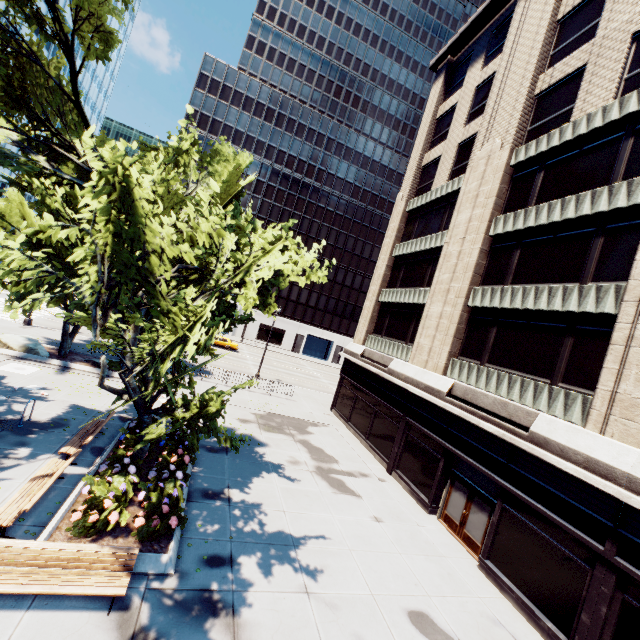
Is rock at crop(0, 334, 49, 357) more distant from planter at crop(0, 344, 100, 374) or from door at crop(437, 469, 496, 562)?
door at crop(437, 469, 496, 562)

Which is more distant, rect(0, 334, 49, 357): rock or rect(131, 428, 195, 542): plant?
rect(0, 334, 49, 357): rock

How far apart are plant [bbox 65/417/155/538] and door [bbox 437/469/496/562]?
12.5m

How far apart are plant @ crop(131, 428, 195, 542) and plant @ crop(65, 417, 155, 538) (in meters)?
0.63

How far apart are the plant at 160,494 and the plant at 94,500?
0.6 meters

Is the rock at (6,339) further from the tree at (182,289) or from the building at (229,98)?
the building at (229,98)

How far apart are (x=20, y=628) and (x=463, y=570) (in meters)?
12.43

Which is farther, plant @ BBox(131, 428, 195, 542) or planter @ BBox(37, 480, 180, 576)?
plant @ BBox(131, 428, 195, 542)
